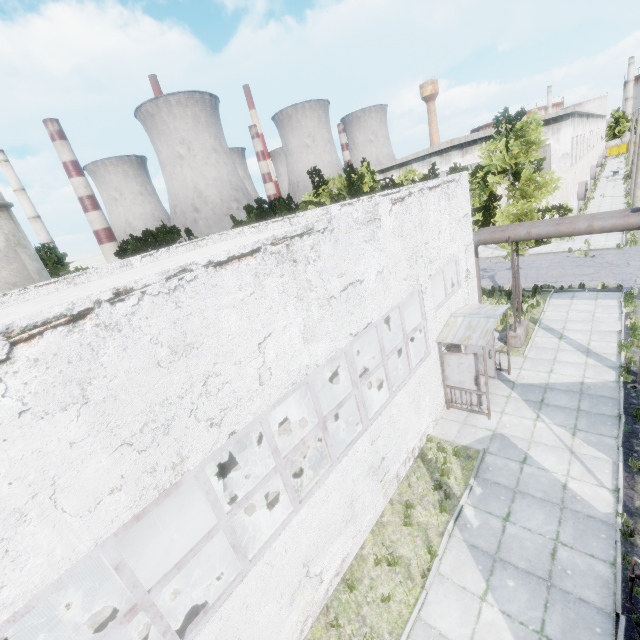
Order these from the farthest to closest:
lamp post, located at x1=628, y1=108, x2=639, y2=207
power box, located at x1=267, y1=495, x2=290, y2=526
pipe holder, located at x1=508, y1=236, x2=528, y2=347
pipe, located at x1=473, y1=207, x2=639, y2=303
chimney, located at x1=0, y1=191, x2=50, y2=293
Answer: lamp post, located at x1=628, y1=108, x2=639, y2=207, chimney, located at x1=0, y1=191, x2=50, y2=293, pipe holder, located at x1=508, y1=236, x2=528, y2=347, pipe, located at x1=473, y1=207, x2=639, y2=303, power box, located at x1=267, y1=495, x2=290, y2=526

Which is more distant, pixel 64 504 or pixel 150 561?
pixel 150 561

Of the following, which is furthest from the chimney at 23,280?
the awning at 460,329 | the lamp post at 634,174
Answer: the lamp post at 634,174

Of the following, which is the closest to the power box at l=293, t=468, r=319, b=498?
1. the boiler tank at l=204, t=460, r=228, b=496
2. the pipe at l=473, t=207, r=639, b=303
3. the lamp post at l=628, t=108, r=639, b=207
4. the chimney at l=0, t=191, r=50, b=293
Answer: the boiler tank at l=204, t=460, r=228, b=496

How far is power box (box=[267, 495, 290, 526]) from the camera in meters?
6.6 m

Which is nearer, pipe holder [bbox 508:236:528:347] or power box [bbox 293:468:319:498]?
power box [bbox 293:468:319:498]

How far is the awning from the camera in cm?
1041

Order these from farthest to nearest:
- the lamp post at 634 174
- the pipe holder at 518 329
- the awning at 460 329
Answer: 1. the lamp post at 634 174
2. the pipe holder at 518 329
3. the awning at 460 329
